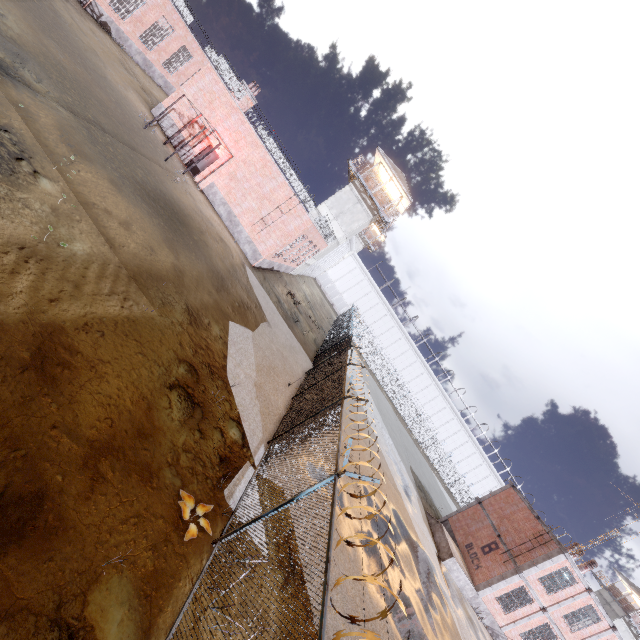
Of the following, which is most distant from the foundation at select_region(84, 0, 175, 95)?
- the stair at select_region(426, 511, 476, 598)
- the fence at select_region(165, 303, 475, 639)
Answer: the stair at select_region(426, 511, 476, 598)

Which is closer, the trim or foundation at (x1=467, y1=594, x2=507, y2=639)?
the trim

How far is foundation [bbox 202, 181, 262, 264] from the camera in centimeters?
2134cm

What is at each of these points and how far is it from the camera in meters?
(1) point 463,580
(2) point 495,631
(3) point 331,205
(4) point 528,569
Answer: (1) stair, 21.2 m
(2) foundation, 21.4 m
(3) building, 32.3 m
(4) trim, 20.6 m

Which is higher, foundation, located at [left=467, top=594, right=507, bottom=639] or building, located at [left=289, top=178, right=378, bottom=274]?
building, located at [left=289, top=178, right=378, bottom=274]

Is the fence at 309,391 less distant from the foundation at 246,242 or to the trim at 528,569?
the foundation at 246,242

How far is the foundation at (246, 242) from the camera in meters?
21.3

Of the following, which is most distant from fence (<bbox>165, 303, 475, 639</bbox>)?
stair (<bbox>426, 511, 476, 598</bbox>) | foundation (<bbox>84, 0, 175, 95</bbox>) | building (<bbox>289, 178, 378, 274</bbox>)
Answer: foundation (<bbox>84, 0, 175, 95</bbox>)
